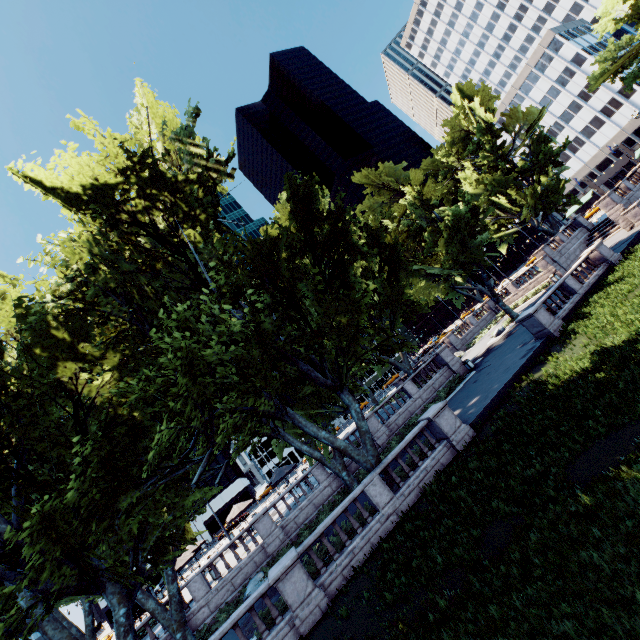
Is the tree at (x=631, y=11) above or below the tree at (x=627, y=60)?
above

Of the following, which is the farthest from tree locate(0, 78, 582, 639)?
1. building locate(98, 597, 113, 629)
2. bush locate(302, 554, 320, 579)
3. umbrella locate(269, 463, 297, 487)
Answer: building locate(98, 597, 113, 629)

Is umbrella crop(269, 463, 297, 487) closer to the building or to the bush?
the bush

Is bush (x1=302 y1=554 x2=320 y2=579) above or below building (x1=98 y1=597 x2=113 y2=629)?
below

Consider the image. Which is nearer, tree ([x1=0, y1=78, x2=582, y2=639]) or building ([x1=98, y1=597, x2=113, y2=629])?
tree ([x1=0, y1=78, x2=582, y2=639])

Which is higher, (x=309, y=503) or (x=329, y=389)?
(x=329, y=389)

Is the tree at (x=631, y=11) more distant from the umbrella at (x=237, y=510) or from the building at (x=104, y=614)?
the building at (x=104, y=614)

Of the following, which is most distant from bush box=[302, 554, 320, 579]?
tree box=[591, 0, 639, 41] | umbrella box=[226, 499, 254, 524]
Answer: umbrella box=[226, 499, 254, 524]
